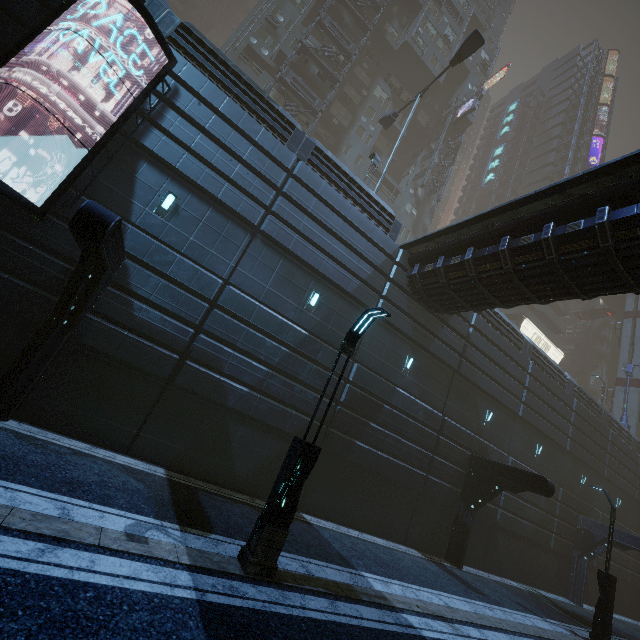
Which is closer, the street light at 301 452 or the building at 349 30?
the street light at 301 452

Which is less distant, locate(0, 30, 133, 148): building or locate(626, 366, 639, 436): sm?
locate(0, 30, 133, 148): building

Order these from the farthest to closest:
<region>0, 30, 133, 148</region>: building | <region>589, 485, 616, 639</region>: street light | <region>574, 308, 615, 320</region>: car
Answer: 1. <region>574, 308, 615, 320</region>: car
2. <region>589, 485, 616, 639</region>: street light
3. <region>0, 30, 133, 148</region>: building

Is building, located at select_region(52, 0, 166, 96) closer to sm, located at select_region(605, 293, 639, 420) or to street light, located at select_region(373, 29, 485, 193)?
sm, located at select_region(605, 293, 639, 420)

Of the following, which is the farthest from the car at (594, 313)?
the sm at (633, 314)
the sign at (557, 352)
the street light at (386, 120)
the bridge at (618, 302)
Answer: the street light at (386, 120)

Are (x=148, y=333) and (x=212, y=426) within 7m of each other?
yes

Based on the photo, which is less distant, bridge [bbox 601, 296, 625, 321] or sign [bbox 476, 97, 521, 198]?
bridge [bbox 601, 296, 625, 321]

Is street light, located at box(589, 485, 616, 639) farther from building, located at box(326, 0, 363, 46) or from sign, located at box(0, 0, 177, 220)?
sign, located at box(0, 0, 177, 220)
